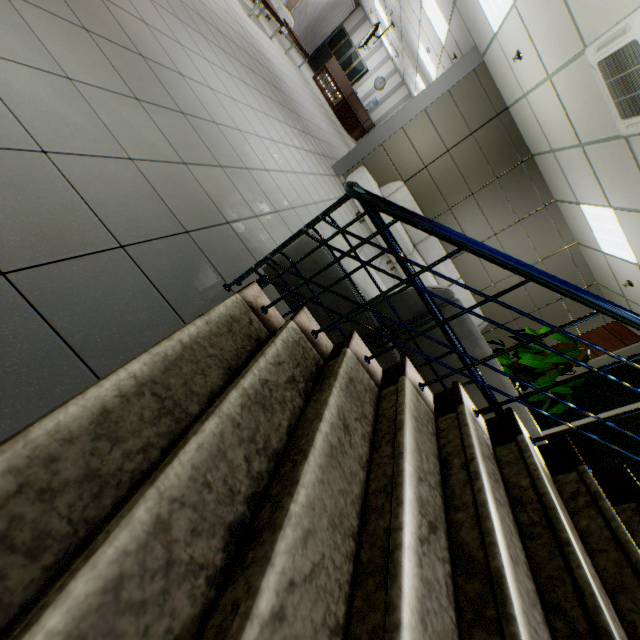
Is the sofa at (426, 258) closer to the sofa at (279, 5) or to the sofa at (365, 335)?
the sofa at (365, 335)

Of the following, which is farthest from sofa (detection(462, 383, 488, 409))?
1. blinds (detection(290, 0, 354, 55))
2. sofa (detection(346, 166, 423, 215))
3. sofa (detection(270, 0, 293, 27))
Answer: blinds (detection(290, 0, 354, 55))

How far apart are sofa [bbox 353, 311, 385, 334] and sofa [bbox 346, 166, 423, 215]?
4.0m

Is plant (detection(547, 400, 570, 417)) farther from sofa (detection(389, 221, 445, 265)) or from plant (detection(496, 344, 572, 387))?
sofa (detection(389, 221, 445, 265))

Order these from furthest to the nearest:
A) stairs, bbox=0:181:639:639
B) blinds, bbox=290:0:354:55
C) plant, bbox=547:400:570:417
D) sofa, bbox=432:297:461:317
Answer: blinds, bbox=290:0:354:55 → plant, bbox=547:400:570:417 → sofa, bbox=432:297:461:317 → stairs, bbox=0:181:639:639

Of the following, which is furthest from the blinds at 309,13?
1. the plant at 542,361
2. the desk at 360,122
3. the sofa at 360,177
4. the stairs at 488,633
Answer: the stairs at 488,633

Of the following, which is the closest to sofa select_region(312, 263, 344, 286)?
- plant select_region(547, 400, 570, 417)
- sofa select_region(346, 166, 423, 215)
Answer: plant select_region(547, 400, 570, 417)

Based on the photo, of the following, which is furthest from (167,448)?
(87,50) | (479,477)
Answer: (87,50)
